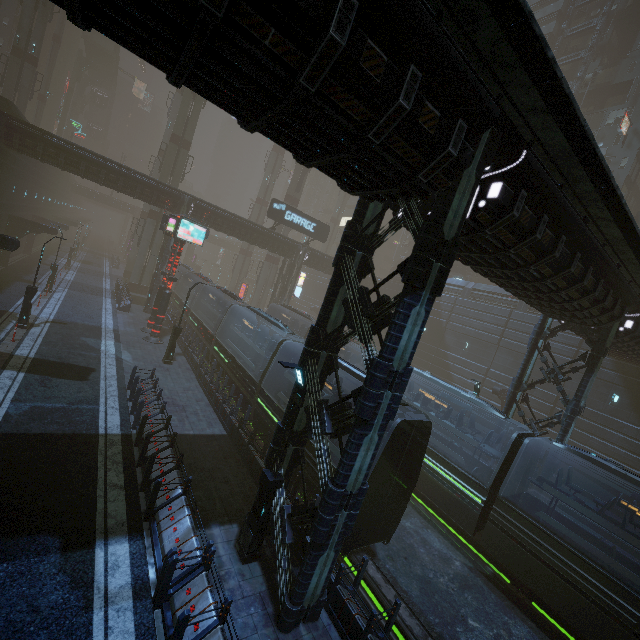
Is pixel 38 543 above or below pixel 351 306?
below

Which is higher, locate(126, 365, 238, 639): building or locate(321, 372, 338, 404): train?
locate(321, 372, 338, 404): train

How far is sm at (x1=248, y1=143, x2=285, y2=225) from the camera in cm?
5394

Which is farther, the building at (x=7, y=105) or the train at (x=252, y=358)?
the building at (x=7, y=105)

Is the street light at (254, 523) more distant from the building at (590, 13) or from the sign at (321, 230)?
the sign at (321, 230)

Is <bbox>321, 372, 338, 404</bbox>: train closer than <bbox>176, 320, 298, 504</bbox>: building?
No

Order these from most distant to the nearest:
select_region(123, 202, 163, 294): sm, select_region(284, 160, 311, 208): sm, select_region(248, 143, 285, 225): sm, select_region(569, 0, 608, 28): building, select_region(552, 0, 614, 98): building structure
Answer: select_region(248, 143, 285, 225): sm → select_region(284, 160, 311, 208): sm → select_region(569, 0, 608, 28): building → select_region(552, 0, 614, 98): building structure → select_region(123, 202, 163, 294): sm

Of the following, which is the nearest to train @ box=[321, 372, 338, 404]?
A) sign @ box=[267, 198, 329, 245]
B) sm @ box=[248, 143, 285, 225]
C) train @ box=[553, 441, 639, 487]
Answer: train @ box=[553, 441, 639, 487]
